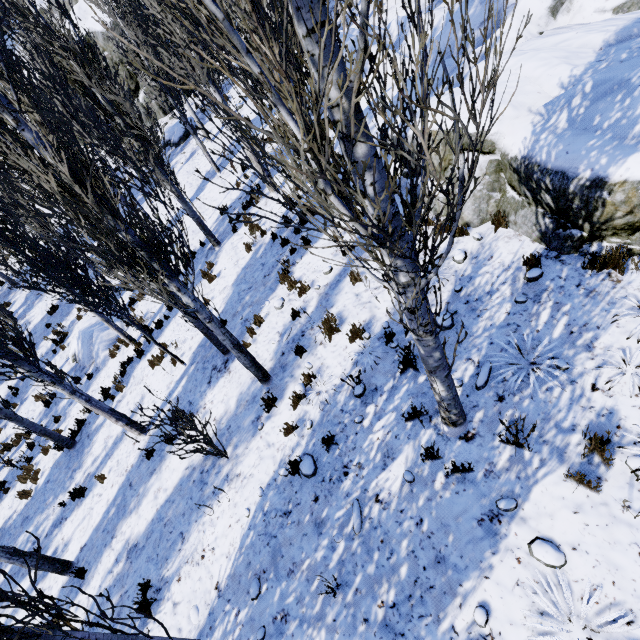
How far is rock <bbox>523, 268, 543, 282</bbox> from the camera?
4.9 meters

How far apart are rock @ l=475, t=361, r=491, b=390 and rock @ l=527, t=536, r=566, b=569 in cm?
168

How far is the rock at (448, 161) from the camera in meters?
6.1

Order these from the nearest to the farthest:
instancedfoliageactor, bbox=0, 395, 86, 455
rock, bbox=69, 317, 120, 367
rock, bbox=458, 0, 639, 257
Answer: rock, bbox=458, 0, 639, 257, instancedfoliageactor, bbox=0, 395, 86, 455, rock, bbox=69, 317, 120, 367

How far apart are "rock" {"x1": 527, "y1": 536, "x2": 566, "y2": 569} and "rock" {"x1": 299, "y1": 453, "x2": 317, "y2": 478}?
2.8m

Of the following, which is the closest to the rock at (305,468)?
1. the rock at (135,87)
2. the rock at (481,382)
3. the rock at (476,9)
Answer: the rock at (481,382)

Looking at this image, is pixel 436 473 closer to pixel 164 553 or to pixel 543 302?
pixel 543 302

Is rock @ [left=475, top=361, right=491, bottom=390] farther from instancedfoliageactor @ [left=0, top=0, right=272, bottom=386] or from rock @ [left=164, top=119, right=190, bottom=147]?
rock @ [left=164, top=119, right=190, bottom=147]
